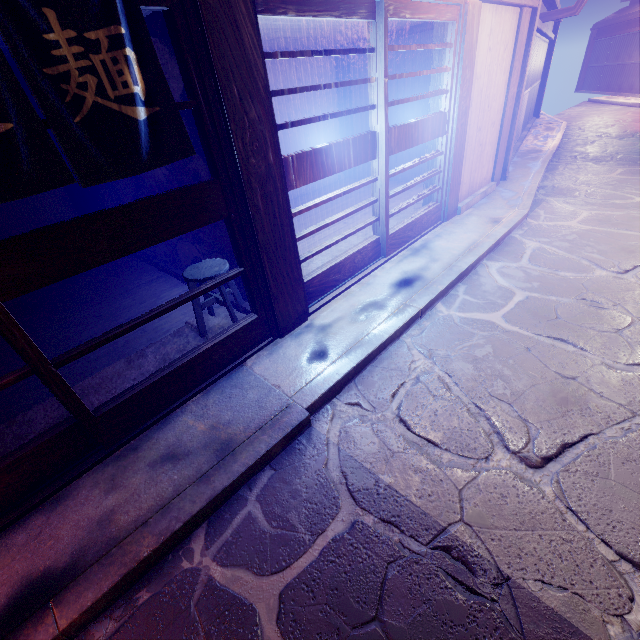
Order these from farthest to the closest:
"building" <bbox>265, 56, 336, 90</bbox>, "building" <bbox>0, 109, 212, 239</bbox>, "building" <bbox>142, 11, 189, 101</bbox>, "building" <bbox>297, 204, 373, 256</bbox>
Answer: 1. "building" <bbox>265, 56, 336, 90</bbox>
2. "building" <bbox>297, 204, 373, 256</bbox>
3. "building" <bbox>0, 109, 212, 239</bbox>
4. "building" <bbox>142, 11, 189, 101</bbox>

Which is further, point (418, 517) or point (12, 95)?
point (418, 517)

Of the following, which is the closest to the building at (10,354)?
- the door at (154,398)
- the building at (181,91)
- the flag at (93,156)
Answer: the building at (181,91)

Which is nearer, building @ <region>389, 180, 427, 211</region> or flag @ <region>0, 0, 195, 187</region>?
flag @ <region>0, 0, 195, 187</region>

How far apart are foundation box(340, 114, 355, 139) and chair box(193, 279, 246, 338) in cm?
1246

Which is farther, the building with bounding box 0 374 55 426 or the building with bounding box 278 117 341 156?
the building with bounding box 278 117 341 156

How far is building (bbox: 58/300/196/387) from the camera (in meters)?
6.38

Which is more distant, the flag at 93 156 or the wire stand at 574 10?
the wire stand at 574 10
